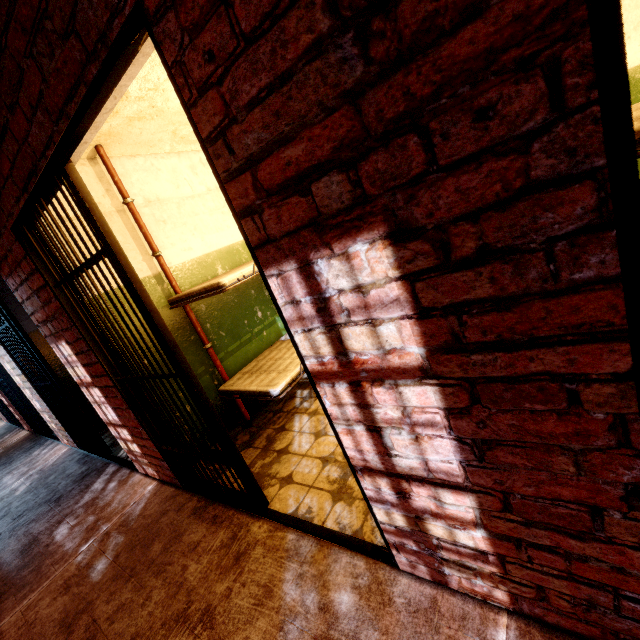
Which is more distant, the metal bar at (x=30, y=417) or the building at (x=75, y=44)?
the metal bar at (x=30, y=417)

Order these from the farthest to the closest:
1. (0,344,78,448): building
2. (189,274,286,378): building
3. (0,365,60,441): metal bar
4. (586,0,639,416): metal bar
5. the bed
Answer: (0,365,60,441): metal bar < (0,344,78,448): building < (189,274,286,378): building < the bed < (586,0,639,416): metal bar

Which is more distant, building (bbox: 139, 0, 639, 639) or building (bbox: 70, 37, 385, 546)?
building (bbox: 70, 37, 385, 546)

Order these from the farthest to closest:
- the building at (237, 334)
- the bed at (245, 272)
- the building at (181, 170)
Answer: the building at (237, 334) → the bed at (245, 272) → the building at (181, 170)

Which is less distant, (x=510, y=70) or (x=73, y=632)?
(x=510, y=70)

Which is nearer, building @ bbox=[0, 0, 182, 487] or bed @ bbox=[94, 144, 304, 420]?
building @ bbox=[0, 0, 182, 487]

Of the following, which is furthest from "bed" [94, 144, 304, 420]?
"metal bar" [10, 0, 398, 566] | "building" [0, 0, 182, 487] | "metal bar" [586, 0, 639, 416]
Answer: "metal bar" [586, 0, 639, 416]
